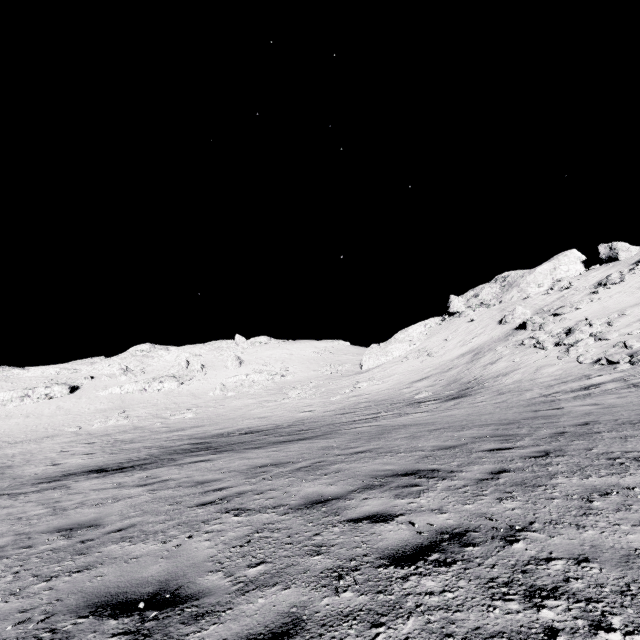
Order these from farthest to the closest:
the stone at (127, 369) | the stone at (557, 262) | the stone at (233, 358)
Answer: the stone at (233, 358) < the stone at (127, 369) < the stone at (557, 262)

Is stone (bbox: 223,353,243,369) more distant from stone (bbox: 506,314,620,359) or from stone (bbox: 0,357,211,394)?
stone (bbox: 506,314,620,359)

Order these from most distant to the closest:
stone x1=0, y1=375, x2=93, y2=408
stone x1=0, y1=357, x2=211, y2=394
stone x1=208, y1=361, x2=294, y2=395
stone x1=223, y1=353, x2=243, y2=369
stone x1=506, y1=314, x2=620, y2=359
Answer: stone x1=223, y1=353, x2=243, y2=369 < stone x1=0, y1=357, x2=211, y2=394 < stone x1=208, y1=361, x2=294, y2=395 < stone x1=0, y1=375, x2=93, y2=408 < stone x1=506, y1=314, x2=620, y2=359

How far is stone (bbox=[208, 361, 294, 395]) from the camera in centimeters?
4516cm

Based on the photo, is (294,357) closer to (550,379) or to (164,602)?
(550,379)

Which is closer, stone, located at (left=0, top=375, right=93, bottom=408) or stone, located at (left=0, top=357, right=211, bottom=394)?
stone, located at (left=0, top=375, right=93, bottom=408)

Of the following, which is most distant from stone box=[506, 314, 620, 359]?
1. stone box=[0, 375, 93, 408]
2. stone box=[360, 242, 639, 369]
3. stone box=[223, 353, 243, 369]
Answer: stone box=[0, 375, 93, 408]

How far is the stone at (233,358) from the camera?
54.74m
